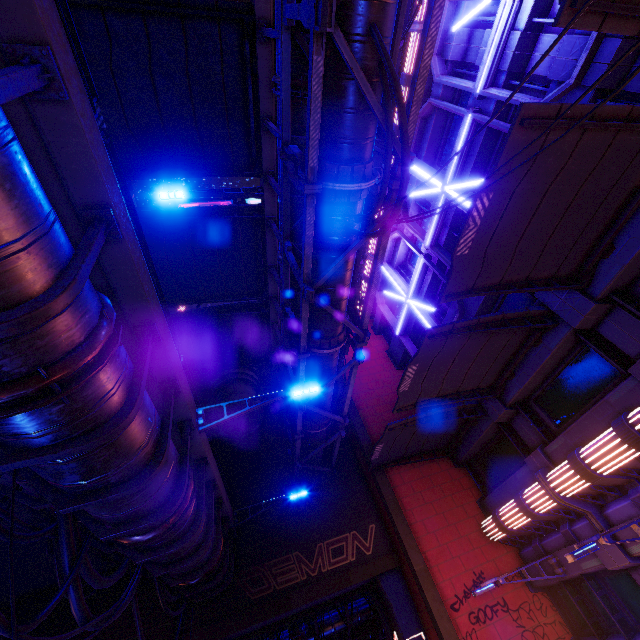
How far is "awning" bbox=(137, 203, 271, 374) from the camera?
11.1 meters

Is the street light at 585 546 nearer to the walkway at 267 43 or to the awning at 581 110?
the awning at 581 110

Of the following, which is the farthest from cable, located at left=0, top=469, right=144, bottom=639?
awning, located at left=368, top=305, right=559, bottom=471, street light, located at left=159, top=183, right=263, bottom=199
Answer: awning, located at left=368, top=305, right=559, bottom=471

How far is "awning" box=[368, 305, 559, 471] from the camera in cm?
911

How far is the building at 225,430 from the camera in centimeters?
1664cm

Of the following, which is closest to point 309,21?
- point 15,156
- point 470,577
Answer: point 15,156

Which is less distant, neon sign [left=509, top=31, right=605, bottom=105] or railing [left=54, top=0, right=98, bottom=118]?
railing [left=54, top=0, right=98, bottom=118]

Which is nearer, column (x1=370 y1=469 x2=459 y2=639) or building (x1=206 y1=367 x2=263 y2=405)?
column (x1=370 y1=469 x2=459 y2=639)
